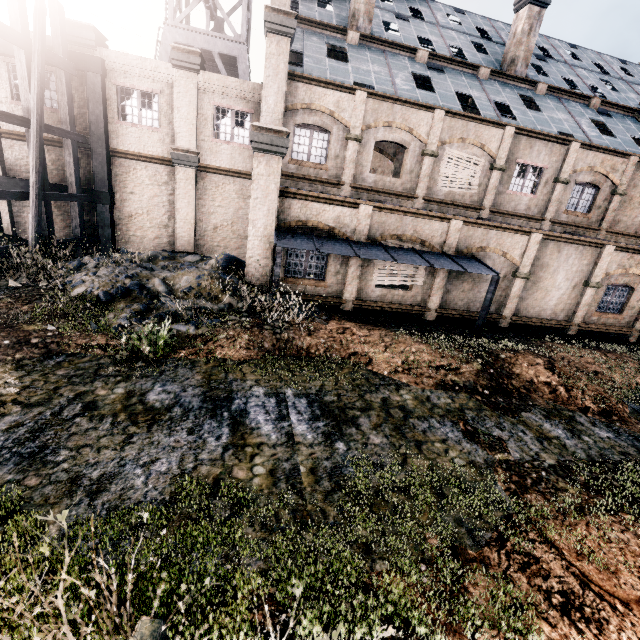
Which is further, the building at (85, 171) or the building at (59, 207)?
the building at (59, 207)

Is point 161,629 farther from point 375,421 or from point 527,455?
point 527,455

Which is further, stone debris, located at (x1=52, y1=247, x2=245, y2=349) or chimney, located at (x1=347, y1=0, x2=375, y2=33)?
chimney, located at (x1=347, y1=0, x2=375, y2=33)

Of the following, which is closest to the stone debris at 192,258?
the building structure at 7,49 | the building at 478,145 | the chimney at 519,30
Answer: the building at 478,145

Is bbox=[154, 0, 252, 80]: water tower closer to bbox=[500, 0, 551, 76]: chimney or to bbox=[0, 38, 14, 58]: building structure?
bbox=[0, 38, 14, 58]: building structure

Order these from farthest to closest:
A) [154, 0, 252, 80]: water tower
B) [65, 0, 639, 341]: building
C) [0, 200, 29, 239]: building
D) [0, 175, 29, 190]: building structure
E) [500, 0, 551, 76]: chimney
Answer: [154, 0, 252, 80]: water tower
[500, 0, 551, 76]: chimney
[0, 200, 29, 239]: building
[0, 175, 29, 190]: building structure
[65, 0, 639, 341]: building

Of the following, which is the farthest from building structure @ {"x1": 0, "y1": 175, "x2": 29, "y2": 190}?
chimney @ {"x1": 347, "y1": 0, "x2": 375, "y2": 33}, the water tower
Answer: chimney @ {"x1": 347, "y1": 0, "x2": 375, "y2": 33}

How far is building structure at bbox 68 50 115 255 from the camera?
15.30m
